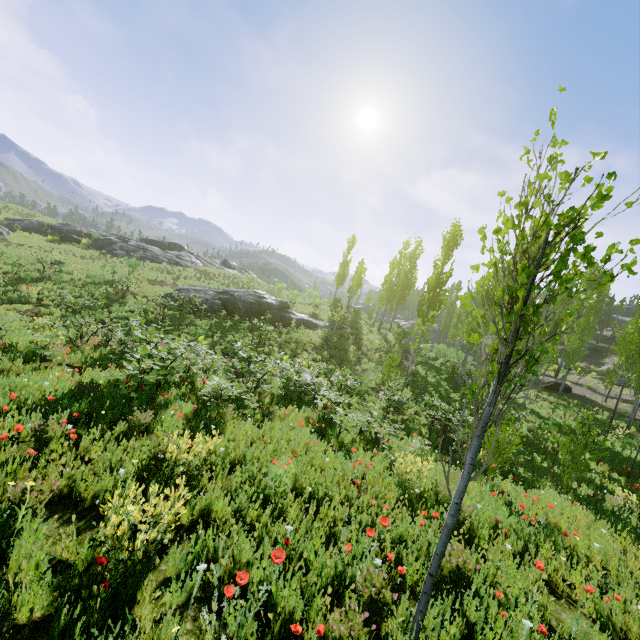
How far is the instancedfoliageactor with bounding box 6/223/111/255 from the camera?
28.0 meters

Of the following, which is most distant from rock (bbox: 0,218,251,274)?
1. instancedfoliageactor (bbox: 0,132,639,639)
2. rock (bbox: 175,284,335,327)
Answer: instancedfoliageactor (bbox: 0,132,639,639)

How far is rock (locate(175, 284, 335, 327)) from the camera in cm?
2408

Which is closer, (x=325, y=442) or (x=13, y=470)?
(x=13, y=470)

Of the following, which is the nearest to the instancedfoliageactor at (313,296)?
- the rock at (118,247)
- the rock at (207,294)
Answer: the rock at (207,294)

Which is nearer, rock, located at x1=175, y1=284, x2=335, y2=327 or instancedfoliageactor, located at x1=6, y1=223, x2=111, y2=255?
rock, located at x1=175, y1=284, x2=335, y2=327

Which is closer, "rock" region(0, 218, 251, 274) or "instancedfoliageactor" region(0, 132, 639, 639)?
"instancedfoliageactor" region(0, 132, 639, 639)
